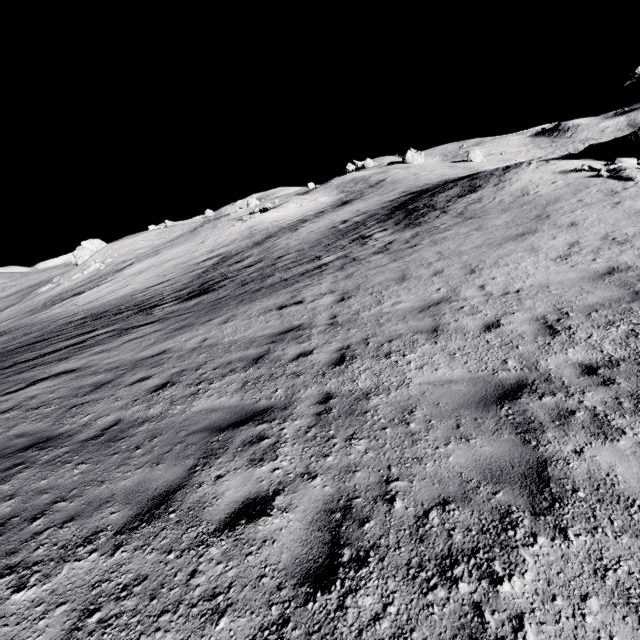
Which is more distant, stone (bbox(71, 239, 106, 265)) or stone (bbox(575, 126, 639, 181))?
stone (bbox(71, 239, 106, 265))

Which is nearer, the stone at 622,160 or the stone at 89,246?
the stone at 622,160

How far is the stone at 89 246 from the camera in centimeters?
4966cm

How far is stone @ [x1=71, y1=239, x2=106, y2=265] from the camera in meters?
49.7 m

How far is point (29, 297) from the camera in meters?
43.3

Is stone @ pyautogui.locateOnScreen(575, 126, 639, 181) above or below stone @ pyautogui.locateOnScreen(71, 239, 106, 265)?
below
